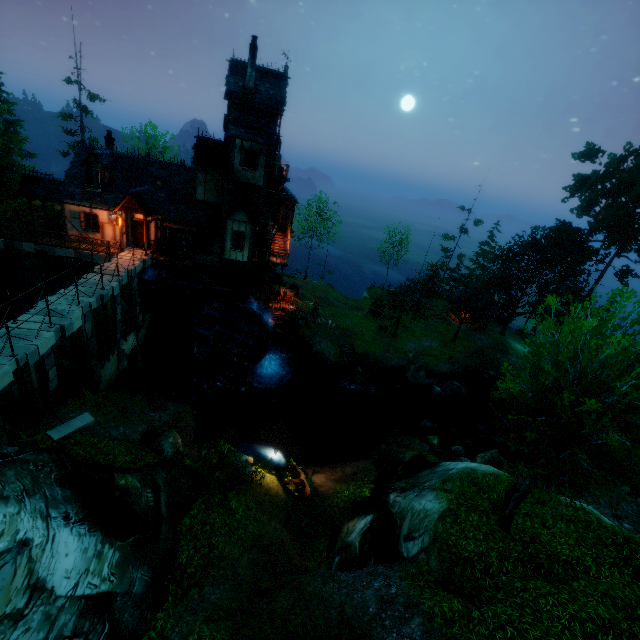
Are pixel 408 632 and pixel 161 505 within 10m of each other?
yes

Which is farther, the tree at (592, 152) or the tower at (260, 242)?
the tree at (592, 152)

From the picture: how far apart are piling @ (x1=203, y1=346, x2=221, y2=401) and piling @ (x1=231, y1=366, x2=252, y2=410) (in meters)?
1.02

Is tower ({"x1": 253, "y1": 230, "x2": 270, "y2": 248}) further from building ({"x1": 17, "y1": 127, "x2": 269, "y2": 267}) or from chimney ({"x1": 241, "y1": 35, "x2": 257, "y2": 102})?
chimney ({"x1": 241, "y1": 35, "x2": 257, "y2": 102})

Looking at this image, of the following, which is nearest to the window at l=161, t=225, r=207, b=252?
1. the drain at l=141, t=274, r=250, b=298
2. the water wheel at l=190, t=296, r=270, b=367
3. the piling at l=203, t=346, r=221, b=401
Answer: → the drain at l=141, t=274, r=250, b=298

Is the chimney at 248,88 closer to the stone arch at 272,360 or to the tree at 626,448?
the stone arch at 272,360

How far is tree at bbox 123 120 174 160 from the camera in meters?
35.6 m

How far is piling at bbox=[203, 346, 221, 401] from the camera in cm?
2453
